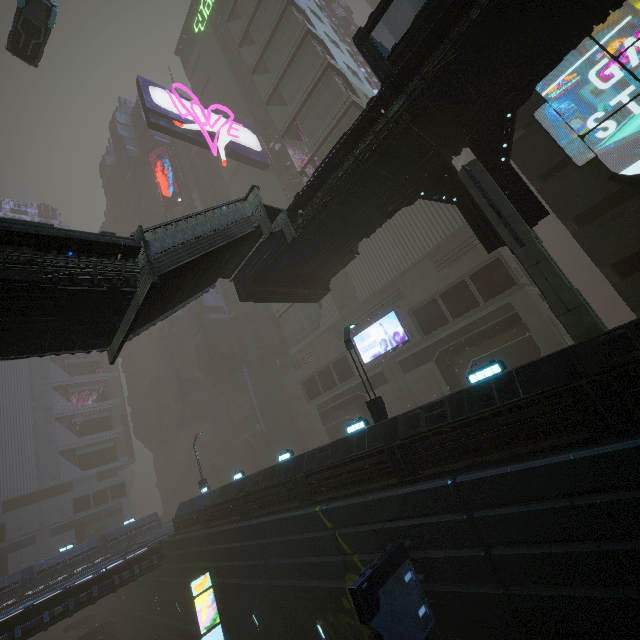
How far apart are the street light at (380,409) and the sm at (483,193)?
7.4m

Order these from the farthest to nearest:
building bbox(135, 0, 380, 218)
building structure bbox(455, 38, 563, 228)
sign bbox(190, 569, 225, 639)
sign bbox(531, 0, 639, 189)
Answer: building bbox(135, 0, 380, 218), sign bbox(190, 569, 225, 639), sign bbox(531, 0, 639, 189), building structure bbox(455, 38, 563, 228)

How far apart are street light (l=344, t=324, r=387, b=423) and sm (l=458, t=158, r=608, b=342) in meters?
7.4

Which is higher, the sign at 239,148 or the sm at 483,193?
the sign at 239,148

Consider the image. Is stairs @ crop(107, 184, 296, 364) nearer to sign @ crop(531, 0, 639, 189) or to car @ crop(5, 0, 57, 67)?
sign @ crop(531, 0, 639, 189)

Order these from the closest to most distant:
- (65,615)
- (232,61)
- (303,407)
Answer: (65,615)
(303,407)
(232,61)

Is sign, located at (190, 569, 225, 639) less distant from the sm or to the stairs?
the sm

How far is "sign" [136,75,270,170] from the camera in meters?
31.1
